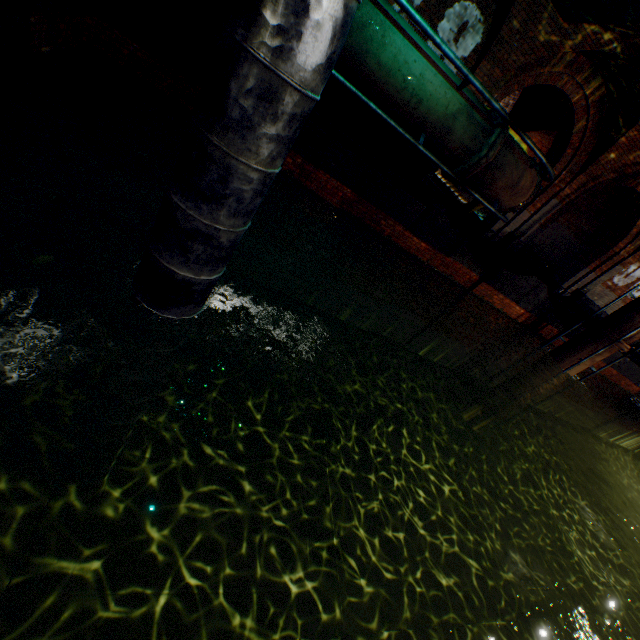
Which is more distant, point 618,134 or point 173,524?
point 618,134

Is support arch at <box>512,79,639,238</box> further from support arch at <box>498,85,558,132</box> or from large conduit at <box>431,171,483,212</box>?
support arch at <box>498,85,558,132</box>

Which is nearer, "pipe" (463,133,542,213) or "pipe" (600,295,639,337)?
"pipe" (463,133,542,213)

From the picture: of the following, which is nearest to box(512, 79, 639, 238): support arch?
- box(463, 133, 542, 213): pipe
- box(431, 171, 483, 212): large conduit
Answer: box(431, 171, 483, 212): large conduit

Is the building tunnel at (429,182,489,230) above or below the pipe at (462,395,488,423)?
above

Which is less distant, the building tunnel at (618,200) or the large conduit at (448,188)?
the large conduit at (448,188)

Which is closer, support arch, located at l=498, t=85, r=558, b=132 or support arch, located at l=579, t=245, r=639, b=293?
support arch, located at l=498, t=85, r=558, b=132

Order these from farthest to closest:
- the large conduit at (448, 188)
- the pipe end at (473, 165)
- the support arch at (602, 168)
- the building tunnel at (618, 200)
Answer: the building tunnel at (618, 200), the large conduit at (448, 188), the support arch at (602, 168), the pipe end at (473, 165)
